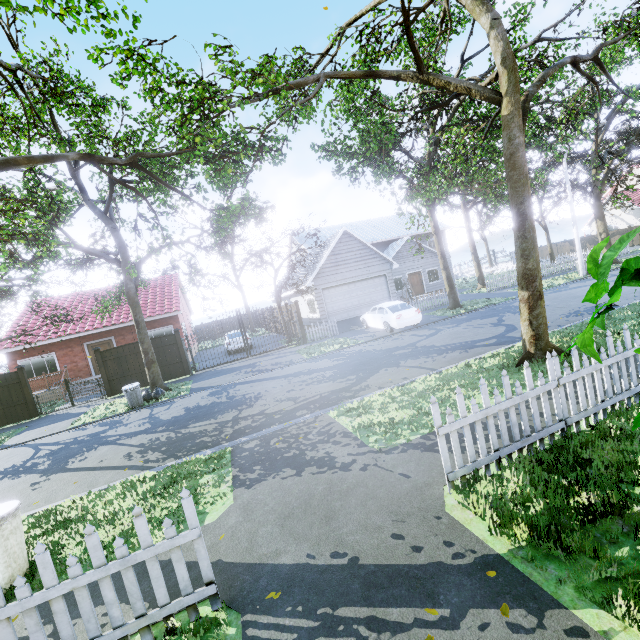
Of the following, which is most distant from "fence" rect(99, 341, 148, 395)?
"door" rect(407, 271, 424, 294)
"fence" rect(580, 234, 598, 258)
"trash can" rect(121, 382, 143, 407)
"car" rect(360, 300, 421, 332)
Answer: "door" rect(407, 271, 424, 294)

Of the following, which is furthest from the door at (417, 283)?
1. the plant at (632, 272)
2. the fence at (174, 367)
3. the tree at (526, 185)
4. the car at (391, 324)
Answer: the plant at (632, 272)

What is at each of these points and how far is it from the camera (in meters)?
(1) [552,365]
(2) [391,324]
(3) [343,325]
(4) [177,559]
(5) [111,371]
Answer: (1) fence, 4.34
(2) car, 16.30
(3) garage entrance, 21.02
(4) fence, 2.96
(5) fence, 16.27

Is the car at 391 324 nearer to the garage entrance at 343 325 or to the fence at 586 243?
the garage entrance at 343 325

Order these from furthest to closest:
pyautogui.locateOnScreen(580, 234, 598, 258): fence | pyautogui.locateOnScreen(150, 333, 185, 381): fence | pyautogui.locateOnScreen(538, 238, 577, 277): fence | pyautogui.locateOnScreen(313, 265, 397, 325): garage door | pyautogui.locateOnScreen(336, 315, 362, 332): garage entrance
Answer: pyautogui.locateOnScreen(580, 234, 598, 258): fence → pyautogui.locateOnScreen(538, 238, 577, 277): fence → pyautogui.locateOnScreen(313, 265, 397, 325): garage door → pyautogui.locateOnScreen(336, 315, 362, 332): garage entrance → pyautogui.locateOnScreen(150, 333, 185, 381): fence

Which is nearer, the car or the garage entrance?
the car

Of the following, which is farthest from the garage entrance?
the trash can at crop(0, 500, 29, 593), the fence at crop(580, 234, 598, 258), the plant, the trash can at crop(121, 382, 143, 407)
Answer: the plant

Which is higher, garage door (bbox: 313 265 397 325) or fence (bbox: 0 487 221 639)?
garage door (bbox: 313 265 397 325)
